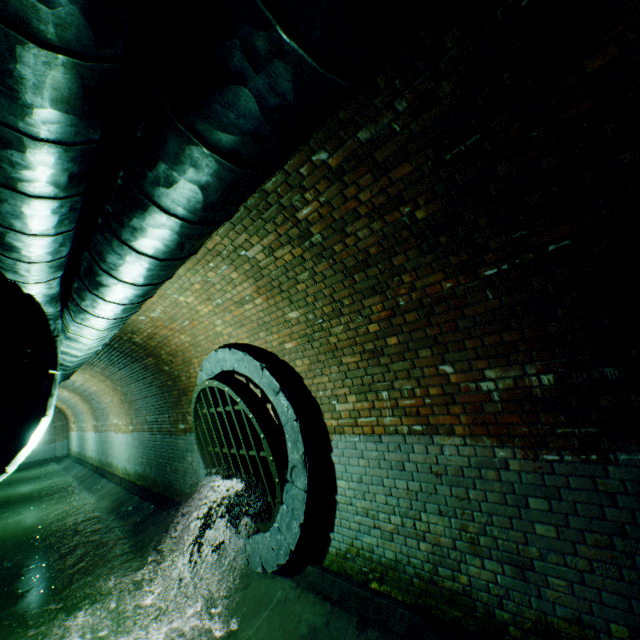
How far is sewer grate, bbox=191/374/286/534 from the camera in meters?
4.4

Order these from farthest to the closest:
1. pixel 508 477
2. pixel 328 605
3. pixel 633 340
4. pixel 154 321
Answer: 1. pixel 154 321
2. pixel 328 605
3. pixel 508 477
4. pixel 633 340

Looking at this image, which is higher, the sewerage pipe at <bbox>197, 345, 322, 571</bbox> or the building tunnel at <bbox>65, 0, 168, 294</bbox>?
the building tunnel at <bbox>65, 0, 168, 294</bbox>

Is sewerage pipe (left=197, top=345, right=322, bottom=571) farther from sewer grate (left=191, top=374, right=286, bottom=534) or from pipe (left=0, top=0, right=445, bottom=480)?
pipe (left=0, top=0, right=445, bottom=480)

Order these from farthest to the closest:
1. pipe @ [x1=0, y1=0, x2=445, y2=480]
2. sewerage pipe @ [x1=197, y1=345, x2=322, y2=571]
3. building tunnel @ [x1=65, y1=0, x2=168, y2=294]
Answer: sewerage pipe @ [x1=197, y1=345, x2=322, y2=571] → building tunnel @ [x1=65, y1=0, x2=168, y2=294] → pipe @ [x1=0, y1=0, x2=445, y2=480]

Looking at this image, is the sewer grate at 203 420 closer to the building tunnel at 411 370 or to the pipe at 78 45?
the building tunnel at 411 370

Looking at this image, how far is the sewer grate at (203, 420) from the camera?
4.4 meters

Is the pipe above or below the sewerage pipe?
above
